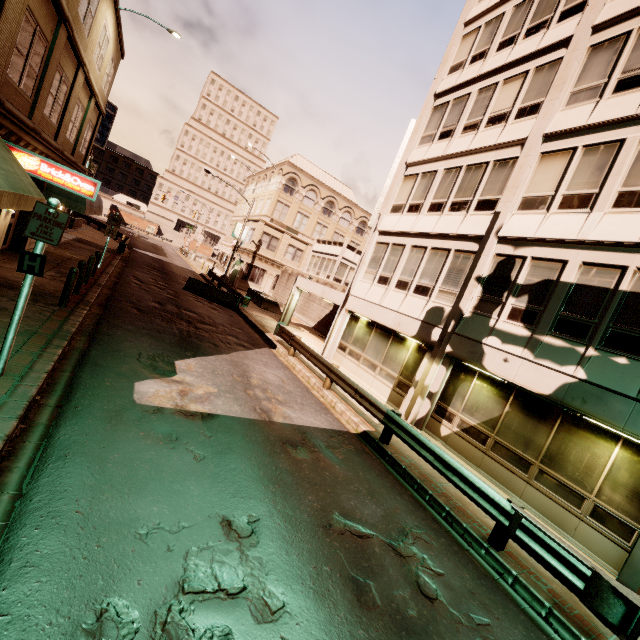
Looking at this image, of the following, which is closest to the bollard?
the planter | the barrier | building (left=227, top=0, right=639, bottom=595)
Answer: the barrier

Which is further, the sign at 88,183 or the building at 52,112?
the sign at 88,183

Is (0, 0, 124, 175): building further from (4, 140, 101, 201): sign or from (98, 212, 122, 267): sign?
(98, 212, 122, 267): sign

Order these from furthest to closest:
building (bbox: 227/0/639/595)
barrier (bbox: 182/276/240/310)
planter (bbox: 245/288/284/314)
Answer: planter (bbox: 245/288/284/314) < barrier (bbox: 182/276/240/310) < building (bbox: 227/0/639/595)

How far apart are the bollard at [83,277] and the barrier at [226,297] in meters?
10.5 m

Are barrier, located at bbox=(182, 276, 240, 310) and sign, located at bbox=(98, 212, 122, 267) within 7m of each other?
yes

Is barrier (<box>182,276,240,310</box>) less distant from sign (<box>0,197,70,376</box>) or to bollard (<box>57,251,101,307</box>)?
bollard (<box>57,251,101,307</box>)

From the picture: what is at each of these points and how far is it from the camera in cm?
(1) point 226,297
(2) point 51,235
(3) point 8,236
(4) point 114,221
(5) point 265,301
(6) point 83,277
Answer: (1) barrier, 2209
(2) sign, 520
(3) building, 1303
(4) sign, 1694
(5) planter, 2798
(6) bollard, 1127
